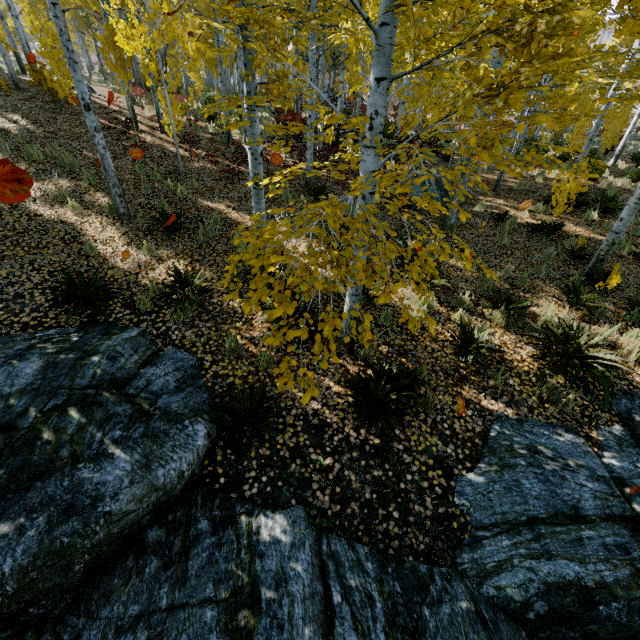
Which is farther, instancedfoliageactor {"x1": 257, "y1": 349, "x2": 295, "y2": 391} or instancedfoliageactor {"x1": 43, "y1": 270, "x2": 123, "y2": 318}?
instancedfoliageactor {"x1": 43, "y1": 270, "x2": 123, "y2": 318}

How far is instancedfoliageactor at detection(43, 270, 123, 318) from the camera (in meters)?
4.81

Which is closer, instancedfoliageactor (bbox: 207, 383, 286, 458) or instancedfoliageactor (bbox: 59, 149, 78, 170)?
instancedfoliageactor (bbox: 207, 383, 286, 458)

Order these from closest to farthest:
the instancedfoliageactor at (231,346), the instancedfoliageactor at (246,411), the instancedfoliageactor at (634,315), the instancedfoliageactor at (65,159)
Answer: the instancedfoliageactor at (246,411), the instancedfoliageactor at (231,346), the instancedfoliageactor at (634,315), the instancedfoliageactor at (65,159)

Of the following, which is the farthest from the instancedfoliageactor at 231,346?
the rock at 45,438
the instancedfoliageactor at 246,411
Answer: the instancedfoliageactor at 246,411

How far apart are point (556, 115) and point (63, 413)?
5.4 meters

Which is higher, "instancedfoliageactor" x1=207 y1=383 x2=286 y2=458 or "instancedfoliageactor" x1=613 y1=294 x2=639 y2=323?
"instancedfoliageactor" x1=613 y1=294 x2=639 y2=323
